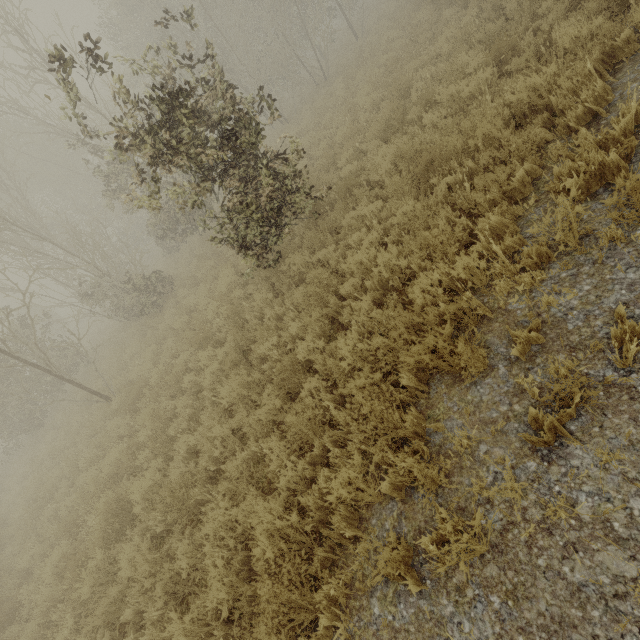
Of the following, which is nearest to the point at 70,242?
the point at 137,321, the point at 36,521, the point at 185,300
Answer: the point at 137,321
